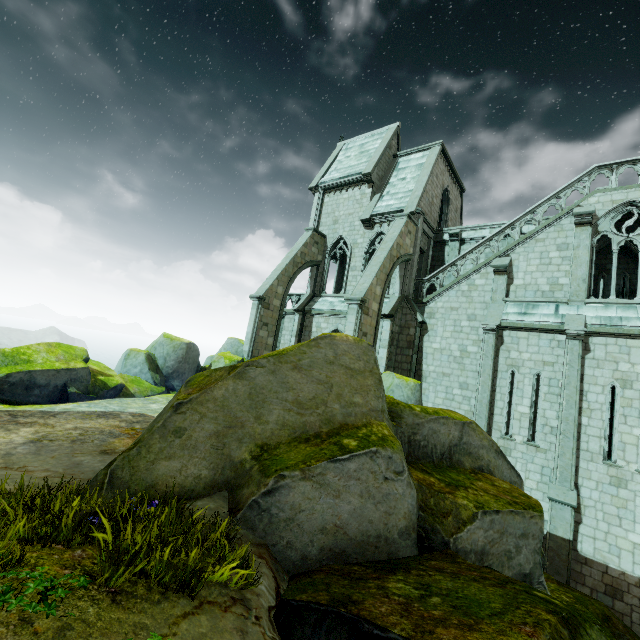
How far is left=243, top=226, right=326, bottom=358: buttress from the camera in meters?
19.1 m

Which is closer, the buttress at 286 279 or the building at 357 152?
the building at 357 152

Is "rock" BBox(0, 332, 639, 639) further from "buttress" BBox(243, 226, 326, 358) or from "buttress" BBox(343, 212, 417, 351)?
"buttress" BBox(243, 226, 326, 358)

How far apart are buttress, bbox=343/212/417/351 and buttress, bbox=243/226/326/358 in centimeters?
590cm

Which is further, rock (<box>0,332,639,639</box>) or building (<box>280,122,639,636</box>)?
building (<box>280,122,639,636</box>)

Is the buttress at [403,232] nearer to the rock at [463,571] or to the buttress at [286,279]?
the rock at [463,571]

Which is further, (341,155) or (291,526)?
(341,155)

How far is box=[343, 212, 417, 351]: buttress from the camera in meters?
14.9
